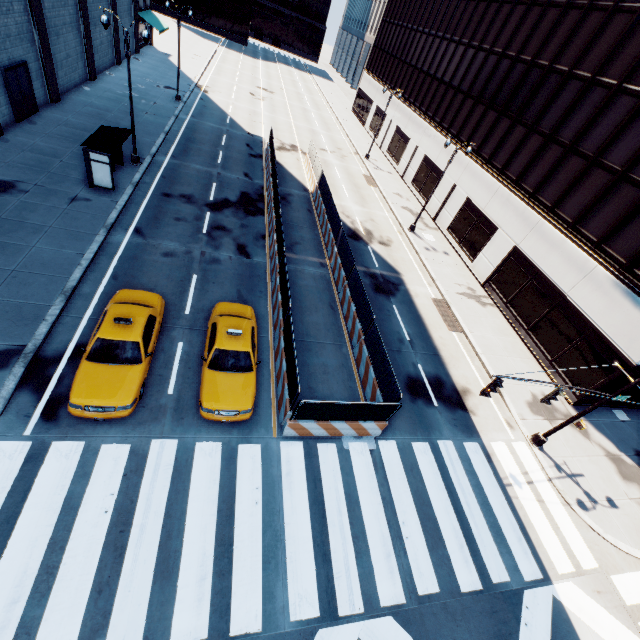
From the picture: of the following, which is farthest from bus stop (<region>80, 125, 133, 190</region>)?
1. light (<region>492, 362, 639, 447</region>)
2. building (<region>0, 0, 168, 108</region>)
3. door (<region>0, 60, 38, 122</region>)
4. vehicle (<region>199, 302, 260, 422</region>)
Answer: light (<region>492, 362, 639, 447</region>)

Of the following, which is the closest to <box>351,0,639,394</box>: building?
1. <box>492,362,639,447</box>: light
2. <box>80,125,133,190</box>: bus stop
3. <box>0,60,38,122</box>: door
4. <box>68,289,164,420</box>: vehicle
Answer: <box>492,362,639,447</box>: light

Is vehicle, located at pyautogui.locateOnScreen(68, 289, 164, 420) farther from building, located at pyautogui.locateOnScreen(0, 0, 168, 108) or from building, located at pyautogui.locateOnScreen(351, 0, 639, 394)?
building, located at pyautogui.locateOnScreen(351, 0, 639, 394)

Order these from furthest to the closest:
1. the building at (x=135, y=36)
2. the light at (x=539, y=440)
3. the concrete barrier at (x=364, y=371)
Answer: the building at (x=135, y=36) < the concrete barrier at (x=364, y=371) < the light at (x=539, y=440)

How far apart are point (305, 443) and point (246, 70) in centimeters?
6560cm

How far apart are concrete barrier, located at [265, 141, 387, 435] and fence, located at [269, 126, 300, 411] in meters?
0.0

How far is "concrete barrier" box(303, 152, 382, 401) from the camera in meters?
13.9

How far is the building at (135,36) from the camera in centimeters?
3800cm
